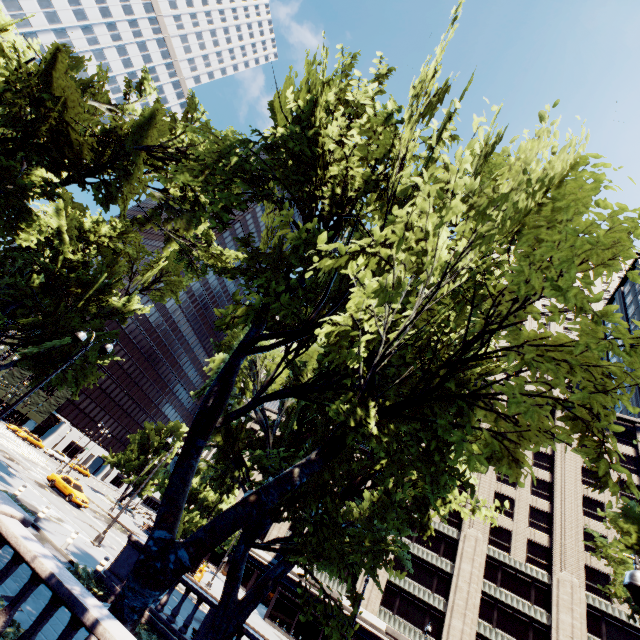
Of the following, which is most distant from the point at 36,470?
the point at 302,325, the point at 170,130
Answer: the point at 302,325

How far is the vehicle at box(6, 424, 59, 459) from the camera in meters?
54.6 m

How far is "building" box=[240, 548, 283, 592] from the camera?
56.47m

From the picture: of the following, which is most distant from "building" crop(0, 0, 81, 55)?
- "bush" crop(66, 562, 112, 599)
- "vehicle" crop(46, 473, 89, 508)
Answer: "bush" crop(66, 562, 112, 599)

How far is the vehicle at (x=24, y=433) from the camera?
54.6m

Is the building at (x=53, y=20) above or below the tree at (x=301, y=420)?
above

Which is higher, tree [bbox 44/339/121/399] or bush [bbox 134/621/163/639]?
tree [bbox 44/339/121/399]

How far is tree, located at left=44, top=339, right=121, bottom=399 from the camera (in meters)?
23.02
